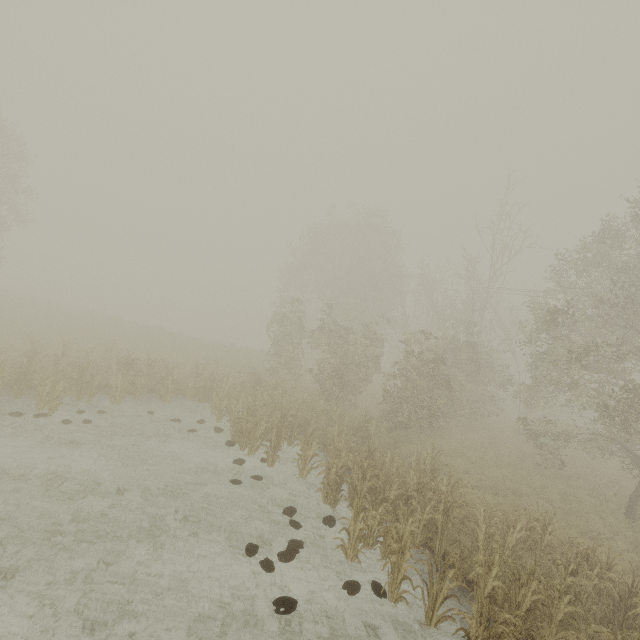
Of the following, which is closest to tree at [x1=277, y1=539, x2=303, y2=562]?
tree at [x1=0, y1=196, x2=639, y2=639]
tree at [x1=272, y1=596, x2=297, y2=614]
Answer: tree at [x1=272, y1=596, x2=297, y2=614]

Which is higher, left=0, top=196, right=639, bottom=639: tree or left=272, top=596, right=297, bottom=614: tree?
left=0, top=196, right=639, bottom=639: tree

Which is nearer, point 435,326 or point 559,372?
point 559,372

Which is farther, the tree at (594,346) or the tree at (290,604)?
the tree at (594,346)

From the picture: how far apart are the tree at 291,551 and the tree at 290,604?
0.91m

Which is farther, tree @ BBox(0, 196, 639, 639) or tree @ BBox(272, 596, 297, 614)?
tree @ BBox(0, 196, 639, 639)

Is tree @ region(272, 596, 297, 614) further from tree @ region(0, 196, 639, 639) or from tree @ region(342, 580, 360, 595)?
tree @ region(0, 196, 639, 639)

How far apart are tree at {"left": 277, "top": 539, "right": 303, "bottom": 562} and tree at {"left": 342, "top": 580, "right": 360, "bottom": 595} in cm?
128
